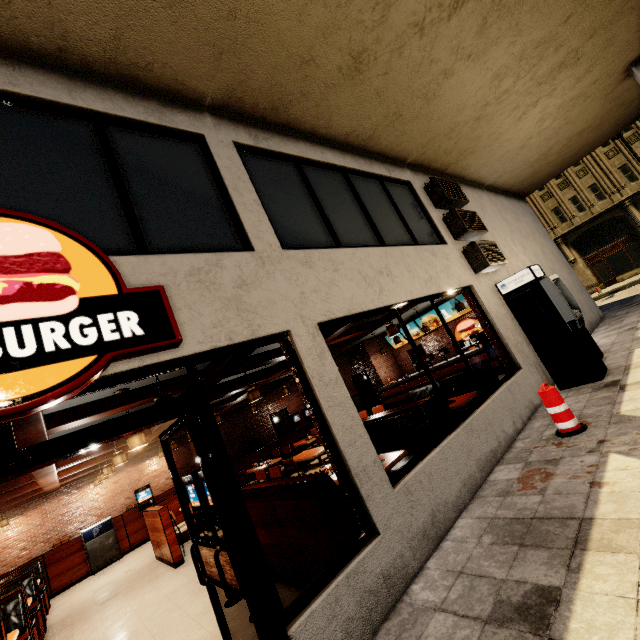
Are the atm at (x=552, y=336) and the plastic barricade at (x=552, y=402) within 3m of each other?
yes

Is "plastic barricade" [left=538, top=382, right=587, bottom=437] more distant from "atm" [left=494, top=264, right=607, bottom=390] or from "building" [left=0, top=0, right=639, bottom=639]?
"atm" [left=494, top=264, right=607, bottom=390]

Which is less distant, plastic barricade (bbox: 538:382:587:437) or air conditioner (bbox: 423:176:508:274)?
plastic barricade (bbox: 538:382:587:437)

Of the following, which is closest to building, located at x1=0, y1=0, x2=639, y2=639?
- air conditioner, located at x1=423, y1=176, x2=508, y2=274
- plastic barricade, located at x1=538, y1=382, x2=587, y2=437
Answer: air conditioner, located at x1=423, y1=176, x2=508, y2=274

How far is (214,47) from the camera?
3.7 meters

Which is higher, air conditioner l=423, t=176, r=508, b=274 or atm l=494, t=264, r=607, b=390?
air conditioner l=423, t=176, r=508, b=274

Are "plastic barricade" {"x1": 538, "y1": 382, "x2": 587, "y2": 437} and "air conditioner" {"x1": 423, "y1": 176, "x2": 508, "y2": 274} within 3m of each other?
no

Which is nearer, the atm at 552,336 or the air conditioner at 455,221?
the atm at 552,336
